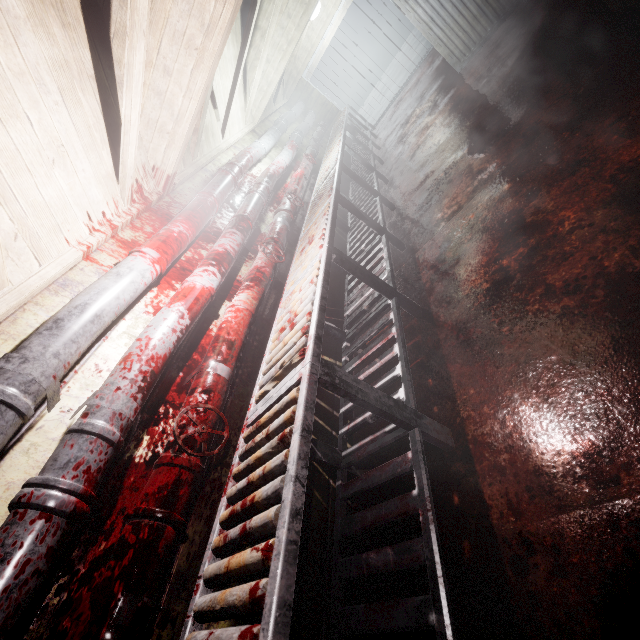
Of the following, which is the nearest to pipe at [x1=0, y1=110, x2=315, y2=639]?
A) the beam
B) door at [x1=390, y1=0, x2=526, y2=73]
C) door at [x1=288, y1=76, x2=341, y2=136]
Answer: door at [x1=288, y1=76, x2=341, y2=136]

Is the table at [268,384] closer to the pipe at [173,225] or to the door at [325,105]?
the door at [325,105]

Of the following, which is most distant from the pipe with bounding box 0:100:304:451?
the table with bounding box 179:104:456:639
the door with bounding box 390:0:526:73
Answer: the door with bounding box 390:0:526:73

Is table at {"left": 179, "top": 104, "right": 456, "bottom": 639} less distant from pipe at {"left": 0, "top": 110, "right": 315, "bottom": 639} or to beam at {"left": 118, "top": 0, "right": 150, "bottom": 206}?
pipe at {"left": 0, "top": 110, "right": 315, "bottom": 639}

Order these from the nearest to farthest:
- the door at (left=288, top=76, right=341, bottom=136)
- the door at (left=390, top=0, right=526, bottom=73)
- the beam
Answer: the beam < the door at (left=390, top=0, right=526, bottom=73) < the door at (left=288, top=76, right=341, bottom=136)

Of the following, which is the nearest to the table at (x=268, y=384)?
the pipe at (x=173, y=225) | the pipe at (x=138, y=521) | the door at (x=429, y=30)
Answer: the pipe at (x=138, y=521)

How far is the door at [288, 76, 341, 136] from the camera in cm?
736

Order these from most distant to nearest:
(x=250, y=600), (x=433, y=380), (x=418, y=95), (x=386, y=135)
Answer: (x=386, y=135) → (x=418, y=95) → (x=433, y=380) → (x=250, y=600)
